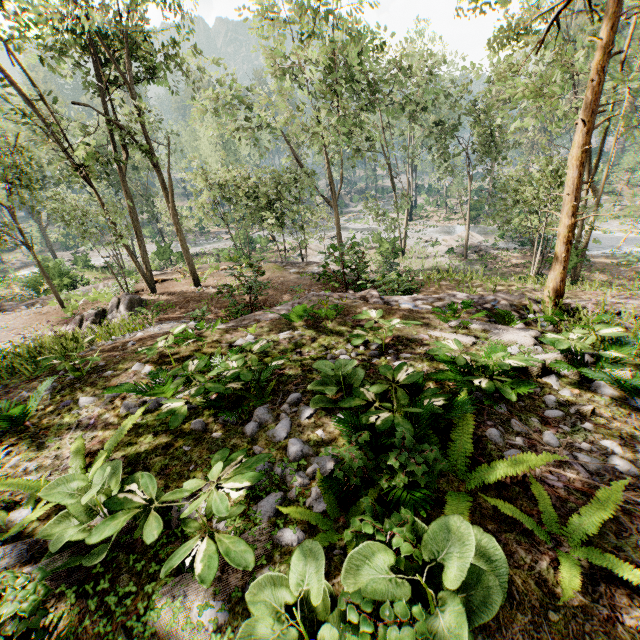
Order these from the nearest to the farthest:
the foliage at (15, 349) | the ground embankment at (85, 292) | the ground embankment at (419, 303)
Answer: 1. the ground embankment at (419, 303)
2. the foliage at (15, 349)
3. the ground embankment at (85, 292)

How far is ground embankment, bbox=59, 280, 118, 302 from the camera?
19.3 meters

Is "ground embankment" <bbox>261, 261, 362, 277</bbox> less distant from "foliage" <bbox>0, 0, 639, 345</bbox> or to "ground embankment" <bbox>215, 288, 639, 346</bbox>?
"foliage" <bbox>0, 0, 639, 345</bbox>

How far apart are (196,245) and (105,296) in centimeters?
3327cm

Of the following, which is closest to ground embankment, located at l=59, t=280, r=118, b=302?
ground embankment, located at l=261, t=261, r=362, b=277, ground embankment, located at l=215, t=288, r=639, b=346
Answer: ground embankment, located at l=261, t=261, r=362, b=277

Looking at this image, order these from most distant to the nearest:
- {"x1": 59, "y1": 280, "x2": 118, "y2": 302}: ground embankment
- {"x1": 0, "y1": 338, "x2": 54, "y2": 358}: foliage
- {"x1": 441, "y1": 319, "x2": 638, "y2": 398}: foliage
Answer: {"x1": 59, "y1": 280, "x2": 118, "y2": 302}: ground embankment < {"x1": 0, "y1": 338, "x2": 54, "y2": 358}: foliage < {"x1": 441, "y1": 319, "x2": 638, "y2": 398}: foliage

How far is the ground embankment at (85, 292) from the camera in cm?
1927

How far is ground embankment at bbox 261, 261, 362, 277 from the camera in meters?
15.7 m
